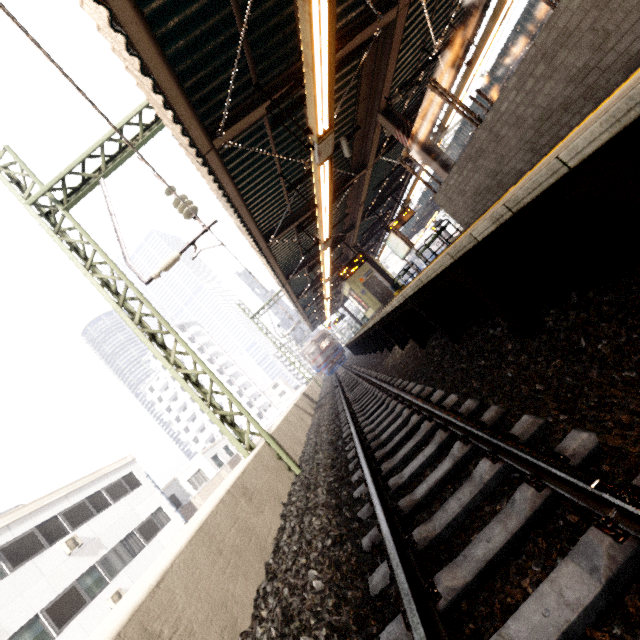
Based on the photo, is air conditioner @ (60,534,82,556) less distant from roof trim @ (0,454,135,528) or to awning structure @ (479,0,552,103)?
roof trim @ (0,454,135,528)

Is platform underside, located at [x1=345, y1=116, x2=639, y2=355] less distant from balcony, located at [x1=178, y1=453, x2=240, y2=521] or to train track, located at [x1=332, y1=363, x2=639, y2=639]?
train track, located at [x1=332, y1=363, x2=639, y2=639]

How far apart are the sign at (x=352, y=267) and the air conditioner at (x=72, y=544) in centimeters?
1743cm

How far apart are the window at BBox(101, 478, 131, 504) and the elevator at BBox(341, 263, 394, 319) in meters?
18.7

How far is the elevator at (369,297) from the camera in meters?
19.9

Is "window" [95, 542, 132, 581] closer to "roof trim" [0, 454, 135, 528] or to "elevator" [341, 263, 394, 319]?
"roof trim" [0, 454, 135, 528]

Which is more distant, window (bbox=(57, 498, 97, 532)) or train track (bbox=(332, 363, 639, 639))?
window (bbox=(57, 498, 97, 532))

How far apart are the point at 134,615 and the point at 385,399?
5.3 meters
